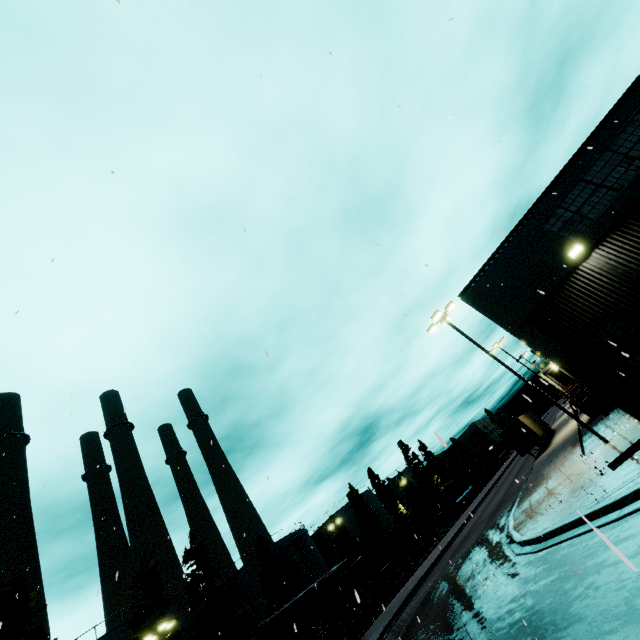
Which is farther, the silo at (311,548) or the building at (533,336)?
the silo at (311,548)

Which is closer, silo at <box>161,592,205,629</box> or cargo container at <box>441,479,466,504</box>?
silo at <box>161,592,205,629</box>

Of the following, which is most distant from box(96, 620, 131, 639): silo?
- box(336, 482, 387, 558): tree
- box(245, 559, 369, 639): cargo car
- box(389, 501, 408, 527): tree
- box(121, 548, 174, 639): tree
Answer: box(389, 501, 408, 527): tree

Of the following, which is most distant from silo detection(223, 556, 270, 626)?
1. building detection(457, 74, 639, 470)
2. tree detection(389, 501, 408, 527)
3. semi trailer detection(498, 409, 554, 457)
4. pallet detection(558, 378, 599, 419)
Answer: pallet detection(558, 378, 599, 419)

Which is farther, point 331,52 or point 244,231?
point 244,231

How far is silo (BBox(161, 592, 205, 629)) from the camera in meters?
32.4 m

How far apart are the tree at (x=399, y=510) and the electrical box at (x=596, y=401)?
45.77m

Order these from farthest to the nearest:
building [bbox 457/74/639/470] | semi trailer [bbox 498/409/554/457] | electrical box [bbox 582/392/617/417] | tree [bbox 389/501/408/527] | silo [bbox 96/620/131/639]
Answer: tree [bbox 389/501/408/527] → semi trailer [bbox 498/409/554/457] → silo [bbox 96/620/131/639] → electrical box [bbox 582/392/617/417] → building [bbox 457/74/639/470]
